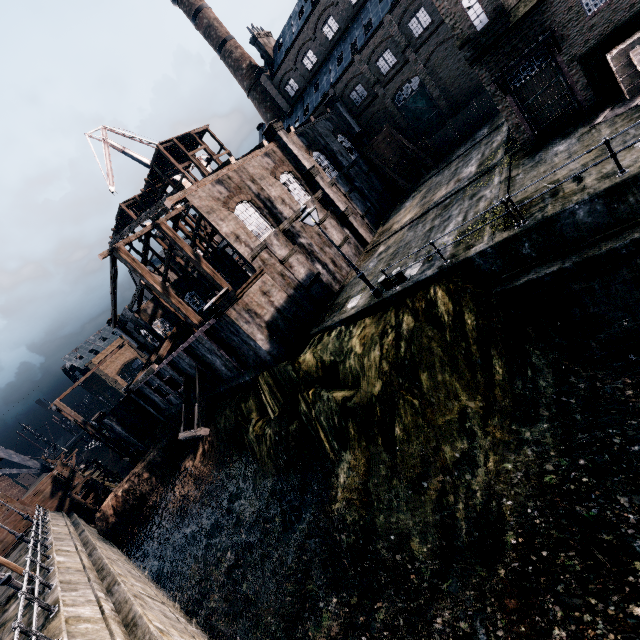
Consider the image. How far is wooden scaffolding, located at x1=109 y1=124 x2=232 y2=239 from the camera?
38.09m

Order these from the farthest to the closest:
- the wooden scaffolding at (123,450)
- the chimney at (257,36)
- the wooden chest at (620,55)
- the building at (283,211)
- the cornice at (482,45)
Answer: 1. the chimney at (257,36)
2. the wooden scaffolding at (123,450)
3. the building at (283,211)
4. the cornice at (482,45)
5. the wooden chest at (620,55)

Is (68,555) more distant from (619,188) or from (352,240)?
(619,188)

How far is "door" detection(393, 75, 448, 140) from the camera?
36.7 meters

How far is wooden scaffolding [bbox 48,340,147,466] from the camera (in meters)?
37.66

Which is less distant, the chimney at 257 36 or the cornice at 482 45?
the cornice at 482 45

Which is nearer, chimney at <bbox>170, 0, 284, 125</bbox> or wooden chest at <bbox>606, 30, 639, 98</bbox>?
wooden chest at <bbox>606, 30, 639, 98</bbox>

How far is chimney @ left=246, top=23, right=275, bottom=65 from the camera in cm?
4738
